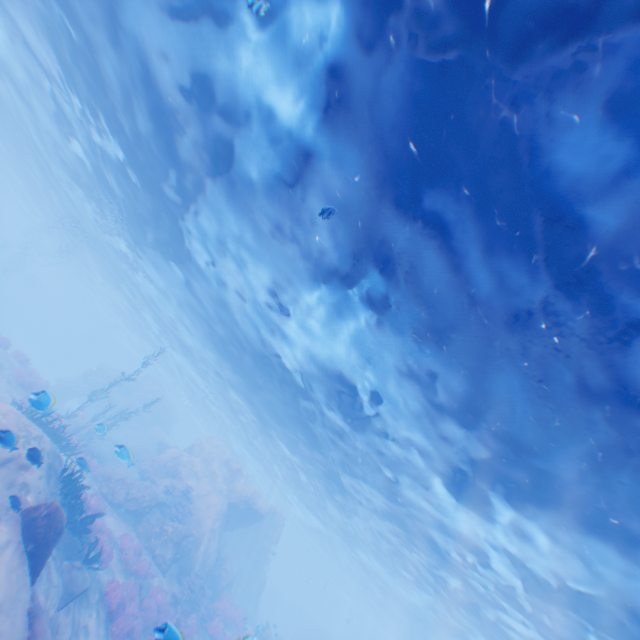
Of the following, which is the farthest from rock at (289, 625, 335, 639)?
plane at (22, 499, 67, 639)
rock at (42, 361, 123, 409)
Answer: rock at (42, 361, 123, 409)

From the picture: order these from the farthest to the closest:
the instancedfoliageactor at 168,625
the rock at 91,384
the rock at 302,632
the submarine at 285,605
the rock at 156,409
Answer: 1. the submarine at 285,605
2. the rock at 302,632
3. the rock at 91,384
4. the rock at 156,409
5. the instancedfoliageactor at 168,625

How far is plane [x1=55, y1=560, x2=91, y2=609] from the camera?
8.93m

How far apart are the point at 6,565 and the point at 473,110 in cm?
1430

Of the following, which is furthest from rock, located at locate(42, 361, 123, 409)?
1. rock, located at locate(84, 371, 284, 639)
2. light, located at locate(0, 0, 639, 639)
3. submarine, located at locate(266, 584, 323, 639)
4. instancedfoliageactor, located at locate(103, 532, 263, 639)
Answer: submarine, located at locate(266, 584, 323, 639)

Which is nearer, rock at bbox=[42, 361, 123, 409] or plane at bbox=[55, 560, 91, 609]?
plane at bbox=[55, 560, 91, 609]

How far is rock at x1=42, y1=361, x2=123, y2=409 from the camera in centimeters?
3616cm

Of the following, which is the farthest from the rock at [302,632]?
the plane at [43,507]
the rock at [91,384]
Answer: the rock at [91,384]
